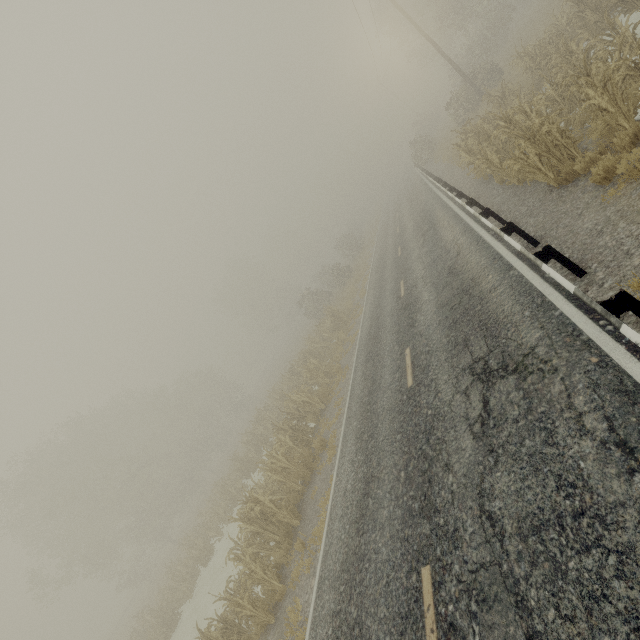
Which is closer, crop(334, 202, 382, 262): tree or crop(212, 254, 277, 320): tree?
crop(334, 202, 382, 262): tree

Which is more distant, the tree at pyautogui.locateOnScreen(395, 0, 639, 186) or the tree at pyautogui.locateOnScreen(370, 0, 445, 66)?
the tree at pyautogui.locateOnScreen(370, 0, 445, 66)

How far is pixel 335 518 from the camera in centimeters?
787cm

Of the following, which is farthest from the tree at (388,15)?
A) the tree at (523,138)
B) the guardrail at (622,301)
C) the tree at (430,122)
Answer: the tree at (523,138)

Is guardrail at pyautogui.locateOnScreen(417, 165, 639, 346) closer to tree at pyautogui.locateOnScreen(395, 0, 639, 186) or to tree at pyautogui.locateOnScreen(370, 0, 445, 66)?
tree at pyautogui.locateOnScreen(395, 0, 639, 186)

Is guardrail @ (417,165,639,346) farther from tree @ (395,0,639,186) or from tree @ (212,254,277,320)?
tree @ (395,0,639,186)

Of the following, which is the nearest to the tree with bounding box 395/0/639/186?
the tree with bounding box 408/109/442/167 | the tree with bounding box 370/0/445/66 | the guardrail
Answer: the guardrail

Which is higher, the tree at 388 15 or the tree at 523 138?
the tree at 388 15
